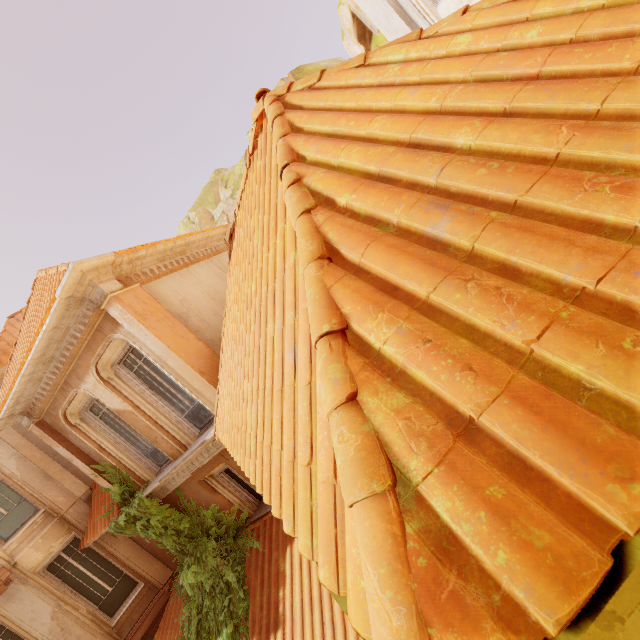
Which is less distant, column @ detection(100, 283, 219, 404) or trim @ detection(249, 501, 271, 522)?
column @ detection(100, 283, 219, 404)

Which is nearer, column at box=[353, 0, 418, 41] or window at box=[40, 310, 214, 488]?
window at box=[40, 310, 214, 488]

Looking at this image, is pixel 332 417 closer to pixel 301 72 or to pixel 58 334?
pixel 58 334

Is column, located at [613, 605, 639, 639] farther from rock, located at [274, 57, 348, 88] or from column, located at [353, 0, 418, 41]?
rock, located at [274, 57, 348, 88]

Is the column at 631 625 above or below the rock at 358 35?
below

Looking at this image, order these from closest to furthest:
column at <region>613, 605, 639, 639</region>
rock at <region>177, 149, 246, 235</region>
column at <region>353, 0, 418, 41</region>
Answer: column at <region>613, 605, 639, 639</region> < column at <region>353, 0, 418, 41</region> < rock at <region>177, 149, 246, 235</region>

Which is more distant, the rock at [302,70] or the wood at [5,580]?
the rock at [302,70]

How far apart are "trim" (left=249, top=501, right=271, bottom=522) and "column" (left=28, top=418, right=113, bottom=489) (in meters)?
3.72
